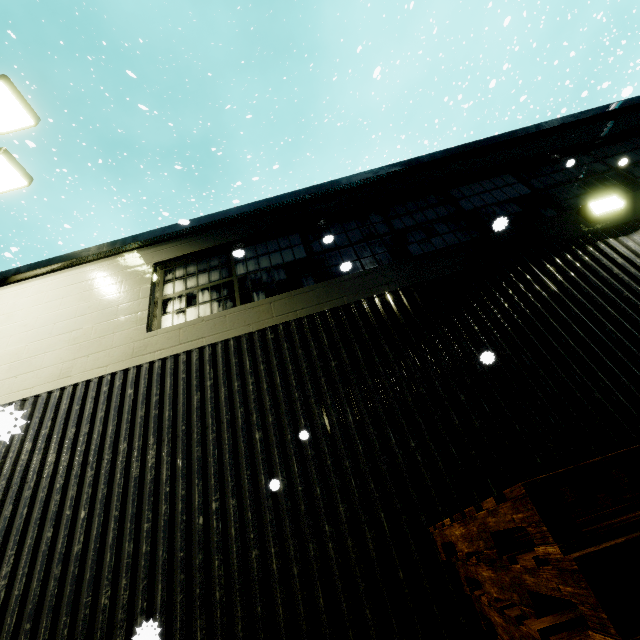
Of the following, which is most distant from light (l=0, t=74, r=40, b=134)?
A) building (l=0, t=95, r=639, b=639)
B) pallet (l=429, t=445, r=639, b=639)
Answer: pallet (l=429, t=445, r=639, b=639)

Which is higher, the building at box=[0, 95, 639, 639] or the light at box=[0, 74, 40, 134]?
the light at box=[0, 74, 40, 134]

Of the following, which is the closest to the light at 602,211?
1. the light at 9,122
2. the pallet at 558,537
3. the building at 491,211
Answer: the building at 491,211

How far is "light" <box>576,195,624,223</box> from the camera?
4.4m

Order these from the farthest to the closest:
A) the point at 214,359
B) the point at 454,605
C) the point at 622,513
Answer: the point at 214,359 < the point at 454,605 < the point at 622,513

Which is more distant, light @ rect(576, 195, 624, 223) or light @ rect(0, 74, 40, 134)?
light @ rect(0, 74, 40, 134)

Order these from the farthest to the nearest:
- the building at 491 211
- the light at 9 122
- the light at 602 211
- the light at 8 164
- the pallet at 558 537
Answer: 1. the light at 8 164
2. the light at 9 122
3. the light at 602 211
4. the building at 491 211
5. the pallet at 558 537
